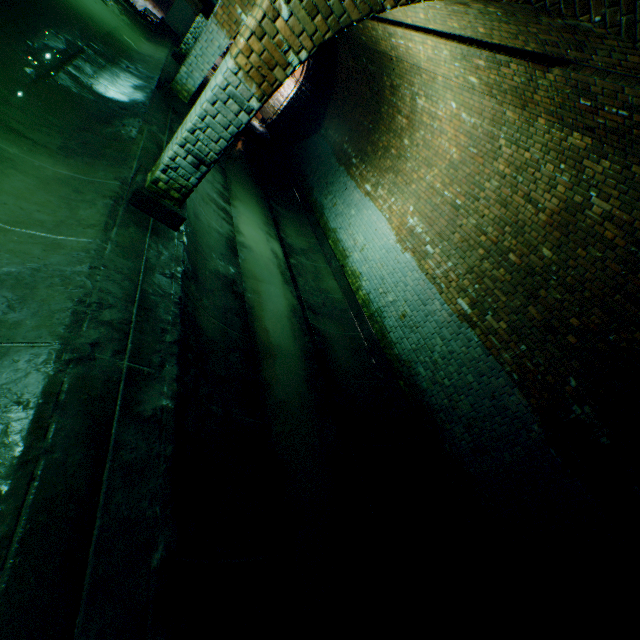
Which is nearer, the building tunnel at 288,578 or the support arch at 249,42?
the building tunnel at 288,578

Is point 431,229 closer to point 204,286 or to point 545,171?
point 545,171

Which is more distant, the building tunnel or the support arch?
the support arch
